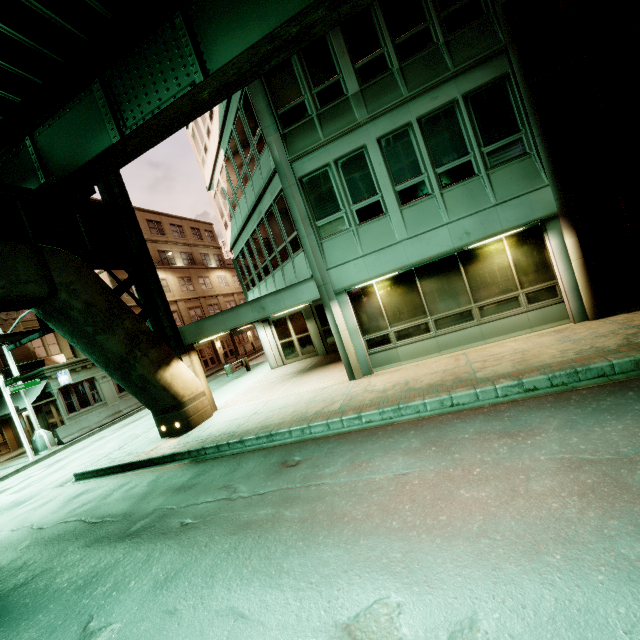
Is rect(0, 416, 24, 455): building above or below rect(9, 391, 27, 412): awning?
below

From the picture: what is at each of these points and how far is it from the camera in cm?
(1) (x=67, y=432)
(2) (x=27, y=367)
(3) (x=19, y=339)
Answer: (1) barrier, 1880
(2) air conditioner, 2392
(3) sign, 1025

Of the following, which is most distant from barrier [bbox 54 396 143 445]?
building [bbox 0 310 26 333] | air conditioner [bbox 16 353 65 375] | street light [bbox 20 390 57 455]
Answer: air conditioner [bbox 16 353 65 375]

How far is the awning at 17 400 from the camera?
19.7 meters

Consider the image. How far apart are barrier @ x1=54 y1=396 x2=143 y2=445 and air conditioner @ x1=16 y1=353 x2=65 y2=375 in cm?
782

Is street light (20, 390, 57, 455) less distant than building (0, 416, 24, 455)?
Yes

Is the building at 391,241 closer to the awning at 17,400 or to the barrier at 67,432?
the barrier at 67,432

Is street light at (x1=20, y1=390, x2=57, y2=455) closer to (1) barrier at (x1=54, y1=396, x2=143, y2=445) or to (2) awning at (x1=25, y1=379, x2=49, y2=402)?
(1) barrier at (x1=54, y1=396, x2=143, y2=445)
